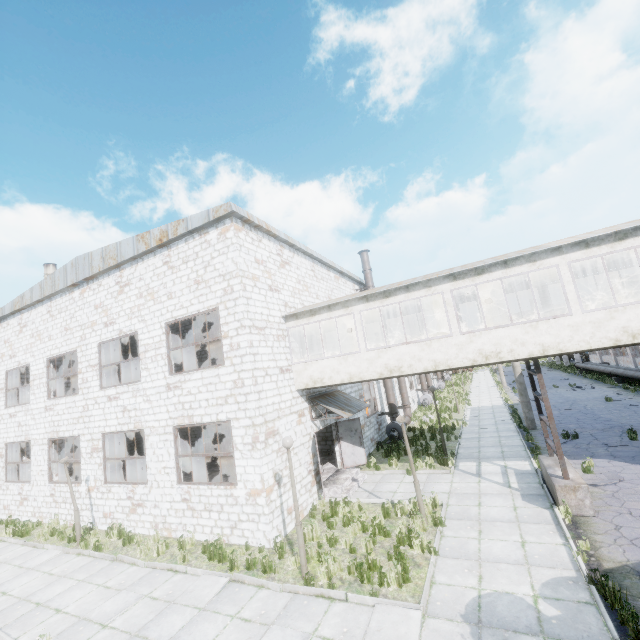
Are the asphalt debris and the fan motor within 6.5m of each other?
no

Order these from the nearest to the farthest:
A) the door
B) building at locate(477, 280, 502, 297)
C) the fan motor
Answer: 1. building at locate(477, 280, 502, 297)
2. the door
3. the fan motor

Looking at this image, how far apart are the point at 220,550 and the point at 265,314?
7.6 meters

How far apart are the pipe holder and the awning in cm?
658

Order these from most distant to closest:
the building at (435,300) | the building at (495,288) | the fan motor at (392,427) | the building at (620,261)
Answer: the fan motor at (392,427)
the building at (435,300)
the building at (495,288)
the building at (620,261)

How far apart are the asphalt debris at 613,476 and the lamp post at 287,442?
9.9 meters

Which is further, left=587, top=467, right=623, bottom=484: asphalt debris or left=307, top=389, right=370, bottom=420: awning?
left=307, top=389, right=370, bottom=420: awning

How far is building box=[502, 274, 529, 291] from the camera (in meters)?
12.62
